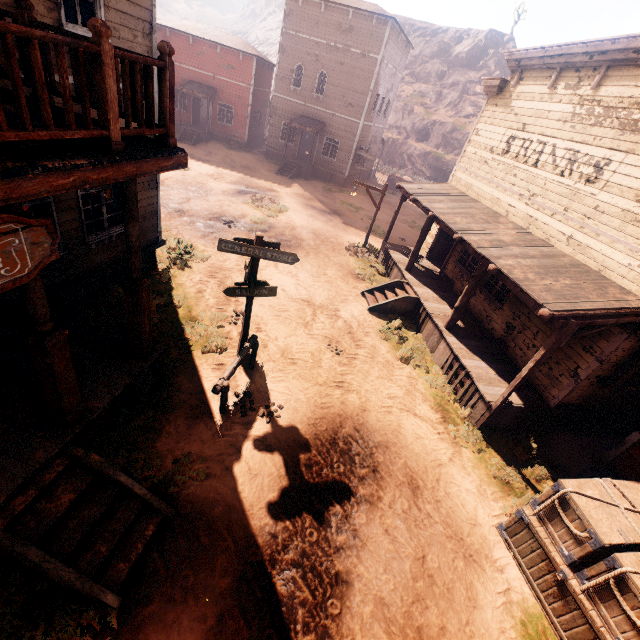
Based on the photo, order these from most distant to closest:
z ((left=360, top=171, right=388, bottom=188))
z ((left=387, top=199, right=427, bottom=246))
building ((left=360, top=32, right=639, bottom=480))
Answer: z ((left=360, top=171, right=388, bottom=188)) → z ((left=387, top=199, right=427, bottom=246)) → building ((left=360, top=32, right=639, bottom=480))

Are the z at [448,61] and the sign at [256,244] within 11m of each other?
no

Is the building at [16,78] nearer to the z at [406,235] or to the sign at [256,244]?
the z at [406,235]

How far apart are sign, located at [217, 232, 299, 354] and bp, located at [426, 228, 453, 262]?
9.89m

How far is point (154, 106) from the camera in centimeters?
394cm

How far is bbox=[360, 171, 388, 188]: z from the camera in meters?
32.0 m

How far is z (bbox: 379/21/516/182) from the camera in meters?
40.4

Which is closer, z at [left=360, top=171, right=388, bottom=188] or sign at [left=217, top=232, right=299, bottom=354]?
sign at [left=217, top=232, right=299, bottom=354]
